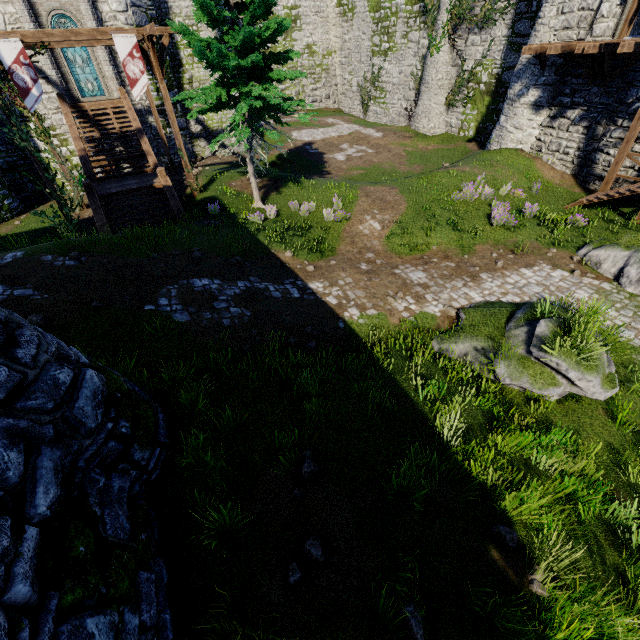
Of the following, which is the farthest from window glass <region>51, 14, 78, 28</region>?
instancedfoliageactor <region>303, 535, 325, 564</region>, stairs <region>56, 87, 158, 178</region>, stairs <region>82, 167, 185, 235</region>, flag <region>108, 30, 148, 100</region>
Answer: instancedfoliageactor <region>303, 535, 325, 564</region>

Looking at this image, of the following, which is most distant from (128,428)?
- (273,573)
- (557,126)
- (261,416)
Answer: (557,126)

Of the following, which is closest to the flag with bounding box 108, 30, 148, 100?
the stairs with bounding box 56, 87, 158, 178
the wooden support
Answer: the wooden support

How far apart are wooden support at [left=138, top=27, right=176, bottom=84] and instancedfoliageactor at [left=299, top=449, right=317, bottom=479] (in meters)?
15.56

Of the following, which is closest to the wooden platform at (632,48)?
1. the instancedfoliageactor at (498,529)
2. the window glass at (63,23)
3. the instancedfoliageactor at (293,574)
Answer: the instancedfoliageactor at (498,529)

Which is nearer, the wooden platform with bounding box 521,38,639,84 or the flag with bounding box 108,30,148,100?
the flag with bounding box 108,30,148,100

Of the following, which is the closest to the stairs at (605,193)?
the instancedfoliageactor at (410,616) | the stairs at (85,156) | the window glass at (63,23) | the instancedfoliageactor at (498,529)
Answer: the instancedfoliageactor at (498,529)

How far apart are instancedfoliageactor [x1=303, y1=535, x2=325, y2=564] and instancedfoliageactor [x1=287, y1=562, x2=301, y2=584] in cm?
18
